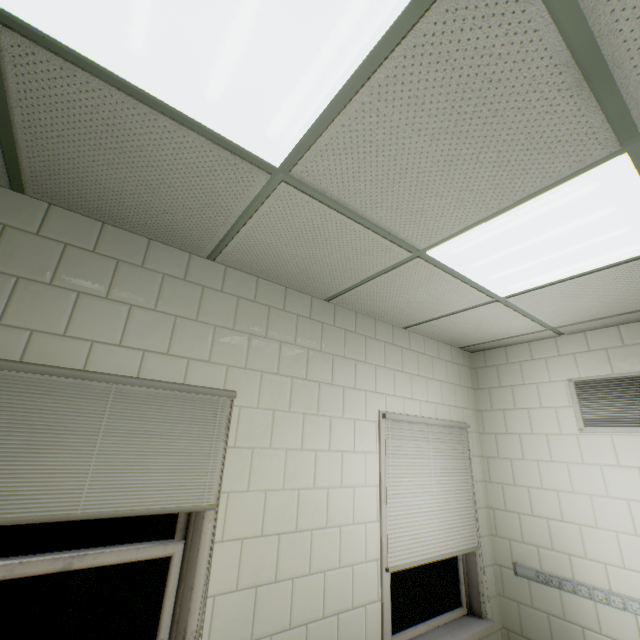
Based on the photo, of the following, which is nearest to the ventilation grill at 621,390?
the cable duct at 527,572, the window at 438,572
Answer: the cable duct at 527,572

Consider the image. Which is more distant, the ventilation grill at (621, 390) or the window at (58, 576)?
the ventilation grill at (621, 390)

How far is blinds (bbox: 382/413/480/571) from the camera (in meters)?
2.58

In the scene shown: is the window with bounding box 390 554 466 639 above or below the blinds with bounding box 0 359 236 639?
below

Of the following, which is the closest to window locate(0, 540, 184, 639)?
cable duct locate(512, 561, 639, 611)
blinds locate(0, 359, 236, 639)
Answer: blinds locate(0, 359, 236, 639)

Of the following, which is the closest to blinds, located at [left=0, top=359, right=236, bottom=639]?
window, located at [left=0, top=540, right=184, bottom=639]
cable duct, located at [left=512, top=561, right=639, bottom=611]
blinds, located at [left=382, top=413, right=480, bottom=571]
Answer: window, located at [left=0, top=540, right=184, bottom=639]

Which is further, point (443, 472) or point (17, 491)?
point (443, 472)

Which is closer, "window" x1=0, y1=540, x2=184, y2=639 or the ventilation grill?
"window" x1=0, y1=540, x2=184, y2=639
